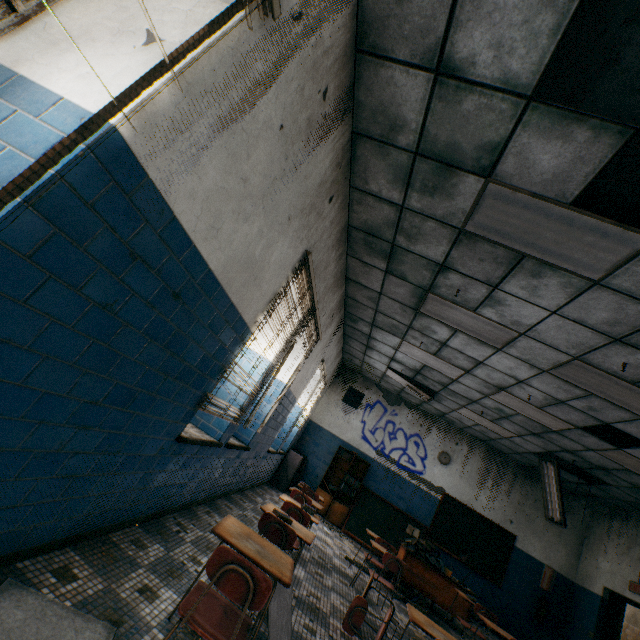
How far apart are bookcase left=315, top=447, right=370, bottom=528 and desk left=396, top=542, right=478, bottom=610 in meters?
1.9

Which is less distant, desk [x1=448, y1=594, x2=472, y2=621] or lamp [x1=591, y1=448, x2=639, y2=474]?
lamp [x1=591, y1=448, x2=639, y2=474]

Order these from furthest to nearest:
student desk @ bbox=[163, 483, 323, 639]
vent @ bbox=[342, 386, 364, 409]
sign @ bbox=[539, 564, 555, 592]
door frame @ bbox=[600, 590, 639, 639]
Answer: vent @ bbox=[342, 386, 364, 409] → sign @ bbox=[539, 564, 555, 592] → door frame @ bbox=[600, 590, 639, 639] → student desk @ bbox=[163, 483, 323, 639]

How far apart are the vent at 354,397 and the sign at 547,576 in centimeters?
606cm

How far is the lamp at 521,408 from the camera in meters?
5.8 m

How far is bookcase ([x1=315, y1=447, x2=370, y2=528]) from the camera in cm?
855

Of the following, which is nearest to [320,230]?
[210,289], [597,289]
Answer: [210,289]

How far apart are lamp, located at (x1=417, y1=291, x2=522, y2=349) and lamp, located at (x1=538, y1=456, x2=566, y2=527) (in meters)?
4.36
